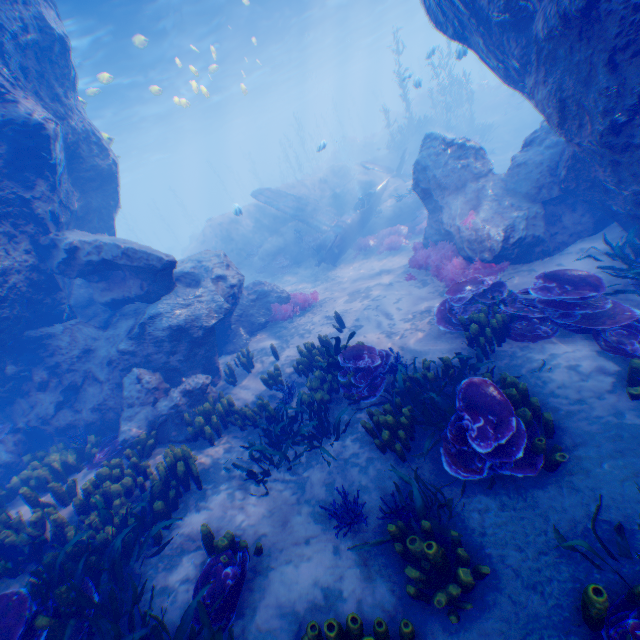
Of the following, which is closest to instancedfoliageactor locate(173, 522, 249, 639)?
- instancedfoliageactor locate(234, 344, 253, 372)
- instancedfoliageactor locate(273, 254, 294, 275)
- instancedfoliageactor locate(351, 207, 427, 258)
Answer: instancedfoliageactor locate(234, 344, 253, 372)

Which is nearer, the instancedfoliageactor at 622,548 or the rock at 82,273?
the instancedfoliageactor at 622,548

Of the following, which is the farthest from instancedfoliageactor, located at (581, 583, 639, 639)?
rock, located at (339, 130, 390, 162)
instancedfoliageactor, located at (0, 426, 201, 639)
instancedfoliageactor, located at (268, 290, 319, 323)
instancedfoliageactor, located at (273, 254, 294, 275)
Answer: rock, located at (339, 130, 390, 162)

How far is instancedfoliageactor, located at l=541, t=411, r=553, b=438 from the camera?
4.5 meters

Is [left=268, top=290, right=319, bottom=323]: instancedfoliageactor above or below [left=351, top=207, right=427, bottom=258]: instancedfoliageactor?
above

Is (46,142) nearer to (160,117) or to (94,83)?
(94,83)

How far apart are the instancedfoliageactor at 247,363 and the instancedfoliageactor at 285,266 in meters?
8.4 m

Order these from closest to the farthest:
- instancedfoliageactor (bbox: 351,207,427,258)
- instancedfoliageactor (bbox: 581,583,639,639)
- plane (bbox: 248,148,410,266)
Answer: instancedfoliageactor (bbox: 581,583,639,639), instancedfoliageactor (bbox: 351,207,427,258), plane (bbox: 248,148,410,266)
